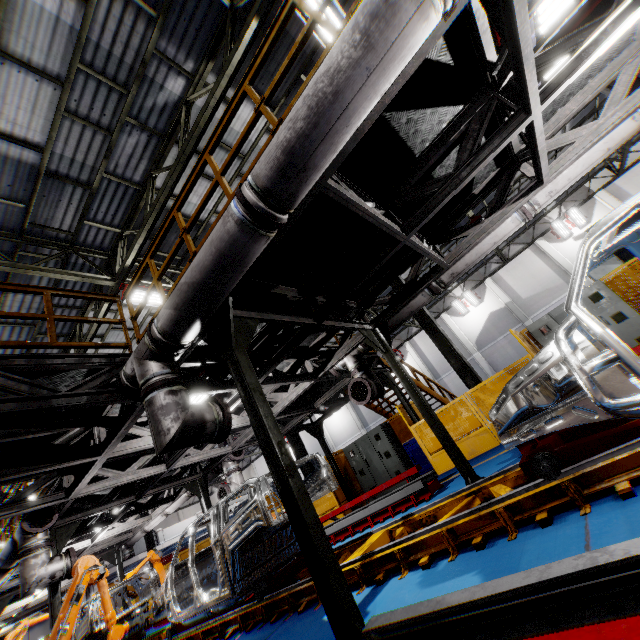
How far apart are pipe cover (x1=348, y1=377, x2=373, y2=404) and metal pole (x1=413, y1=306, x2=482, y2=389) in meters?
4.6 m

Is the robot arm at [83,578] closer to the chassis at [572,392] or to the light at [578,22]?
the chassis at [572,392]

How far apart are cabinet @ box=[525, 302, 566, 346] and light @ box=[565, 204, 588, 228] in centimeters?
1479cm

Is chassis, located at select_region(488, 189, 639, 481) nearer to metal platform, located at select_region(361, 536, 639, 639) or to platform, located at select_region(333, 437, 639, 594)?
platform, located at select_region(333, 437, 639, 594)

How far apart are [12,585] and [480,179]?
17.8 meters

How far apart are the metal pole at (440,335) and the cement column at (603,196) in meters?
17.2 m

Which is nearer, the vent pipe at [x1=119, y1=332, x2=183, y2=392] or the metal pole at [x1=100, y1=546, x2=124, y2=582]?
the vent pipe at [x1=119, y1=332, x2=183, y2=392]

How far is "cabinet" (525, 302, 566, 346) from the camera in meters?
8.9 m
